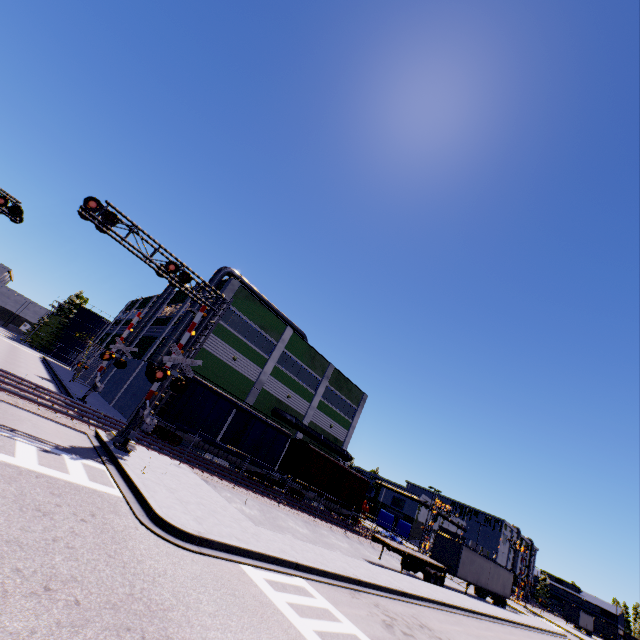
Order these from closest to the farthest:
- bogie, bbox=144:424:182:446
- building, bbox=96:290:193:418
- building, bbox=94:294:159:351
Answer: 1. bogie, bbox=144:424:182:446
2. building, bbox=96:290:193:418
3. building, bbox=94:294:159:351

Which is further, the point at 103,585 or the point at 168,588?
the point at 168,588

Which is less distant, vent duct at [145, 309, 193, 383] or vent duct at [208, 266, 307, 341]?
vent duct at [145, 309, 193, 383]

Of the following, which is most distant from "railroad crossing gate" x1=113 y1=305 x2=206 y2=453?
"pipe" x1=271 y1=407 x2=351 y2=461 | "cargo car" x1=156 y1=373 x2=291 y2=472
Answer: "pipe" x1=271 y1=407 x2=351 y2=461

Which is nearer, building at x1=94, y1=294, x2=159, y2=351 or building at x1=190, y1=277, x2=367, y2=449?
building at x1=190, y1=277, x2=367, y2=449

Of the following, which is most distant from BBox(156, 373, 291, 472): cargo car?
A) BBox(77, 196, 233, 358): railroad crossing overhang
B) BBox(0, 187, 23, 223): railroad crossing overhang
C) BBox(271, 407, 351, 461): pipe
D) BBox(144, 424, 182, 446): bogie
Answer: BBox(0, 187, 23, 223): railroad crossing overhang

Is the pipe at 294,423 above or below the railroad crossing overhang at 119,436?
above

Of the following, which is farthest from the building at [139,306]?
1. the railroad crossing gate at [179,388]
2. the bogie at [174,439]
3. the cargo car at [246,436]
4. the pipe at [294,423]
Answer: the railroad crossing gate at [179,388]
